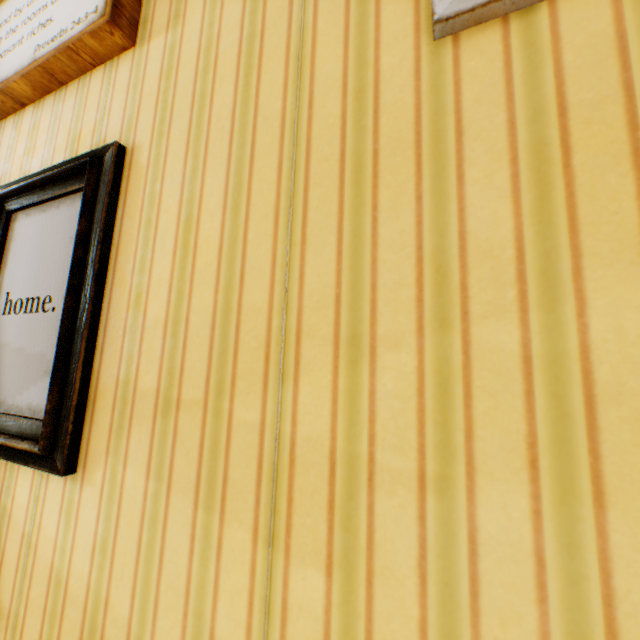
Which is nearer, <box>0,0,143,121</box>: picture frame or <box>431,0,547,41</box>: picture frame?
<box>431,0,547,41</box>: picture frame

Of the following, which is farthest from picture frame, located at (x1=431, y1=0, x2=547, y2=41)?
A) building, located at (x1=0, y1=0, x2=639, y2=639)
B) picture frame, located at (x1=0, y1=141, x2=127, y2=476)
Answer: picture frame, located at (x1=0, y1=141, x2=127, y2=476)

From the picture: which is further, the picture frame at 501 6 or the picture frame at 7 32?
the picture frame at 7 32

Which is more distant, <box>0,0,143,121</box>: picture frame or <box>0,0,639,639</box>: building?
<box>0,0,143,121</box>: picture frame

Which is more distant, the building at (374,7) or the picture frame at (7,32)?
the picture frame at (7,32)

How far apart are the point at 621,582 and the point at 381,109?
0.88m

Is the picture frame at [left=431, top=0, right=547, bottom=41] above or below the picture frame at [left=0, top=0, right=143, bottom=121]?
below
